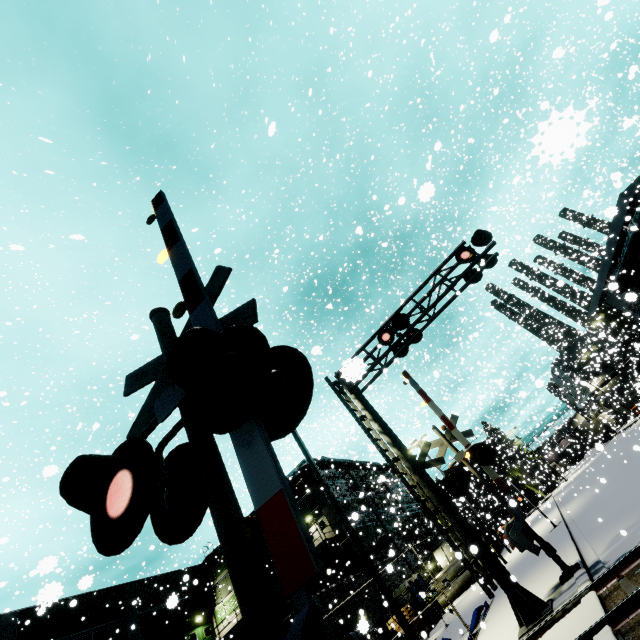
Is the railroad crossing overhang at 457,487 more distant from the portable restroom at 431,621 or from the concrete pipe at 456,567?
the portable restroom at 431,621

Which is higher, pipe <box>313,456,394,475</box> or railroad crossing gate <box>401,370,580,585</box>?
pipe <box>313,456,394,475</box>

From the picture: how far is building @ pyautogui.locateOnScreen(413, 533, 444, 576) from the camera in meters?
33.2

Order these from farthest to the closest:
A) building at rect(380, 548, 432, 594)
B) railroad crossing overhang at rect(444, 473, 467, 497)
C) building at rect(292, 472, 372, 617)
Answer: building at rect(380, 548, 432, 594), building at rect(292, 472, 372, 617), railroad crossing overhang at rect(444, 473, 467, 497)

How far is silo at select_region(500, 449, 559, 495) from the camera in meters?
36.1 m

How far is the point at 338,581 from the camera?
25.7m

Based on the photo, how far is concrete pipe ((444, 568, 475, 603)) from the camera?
26.8m

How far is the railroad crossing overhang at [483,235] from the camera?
11.42m
